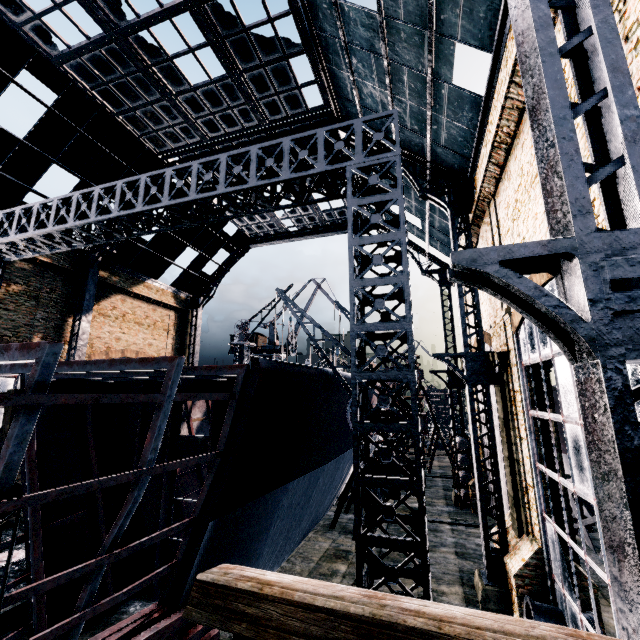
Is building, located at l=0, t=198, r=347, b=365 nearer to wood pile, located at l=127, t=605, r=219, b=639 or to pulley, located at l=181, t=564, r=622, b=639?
wood pile, located at l=127, t=605, r=219, b=639

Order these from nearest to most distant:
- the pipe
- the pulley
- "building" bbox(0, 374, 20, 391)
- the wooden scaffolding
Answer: the pulley
the pipe
the wooden scaffolding
"building" bbox(0, 374, 20, 391)

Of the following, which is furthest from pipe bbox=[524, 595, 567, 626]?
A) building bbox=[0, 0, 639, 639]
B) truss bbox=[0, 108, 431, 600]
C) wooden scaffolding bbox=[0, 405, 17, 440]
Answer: wooden scaffolding bbox=[0, 405, 17, 440]

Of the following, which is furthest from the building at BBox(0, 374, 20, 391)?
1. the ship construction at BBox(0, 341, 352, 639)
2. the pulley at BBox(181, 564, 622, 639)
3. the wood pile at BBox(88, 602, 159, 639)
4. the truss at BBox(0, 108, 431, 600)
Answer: the wood pile at BBox(88, 602, 159, 639)

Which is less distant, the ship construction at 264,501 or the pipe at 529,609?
the ship construction at 264,501

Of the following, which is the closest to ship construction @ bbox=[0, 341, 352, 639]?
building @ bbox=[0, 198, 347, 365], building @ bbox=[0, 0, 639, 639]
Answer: building @ bbox=[0, 0, 639, 639]

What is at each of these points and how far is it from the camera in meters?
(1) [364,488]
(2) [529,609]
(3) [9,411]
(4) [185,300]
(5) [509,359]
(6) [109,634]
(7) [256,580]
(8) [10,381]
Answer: (1) truss, 7.6 m
(2) pipe, 11.1 m
(3) wooden scaffolding, 12.6 m
(4) building, 35.2 m
(5) building, 13.6 m
(6) wood pile, 8.2 m
(7) pulley, 3.0 m
(8) building, 20.3 m

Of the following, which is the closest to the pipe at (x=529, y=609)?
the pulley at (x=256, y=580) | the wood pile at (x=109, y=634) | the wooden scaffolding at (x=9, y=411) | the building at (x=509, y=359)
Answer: the building at (x=509, y=359)
